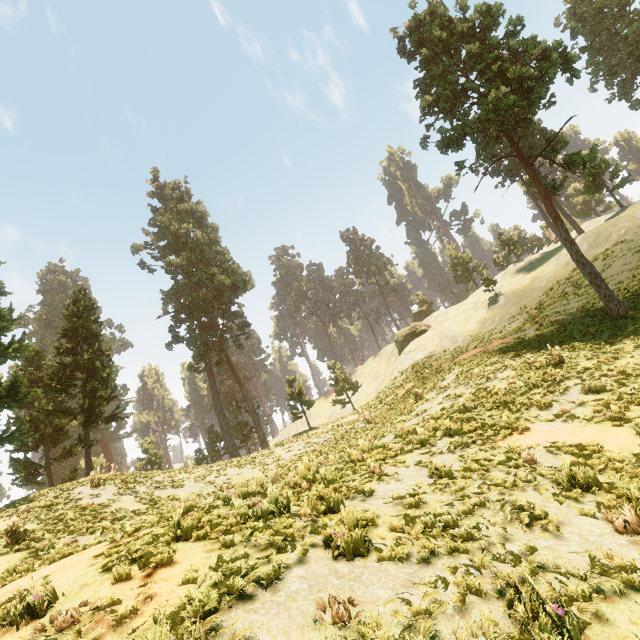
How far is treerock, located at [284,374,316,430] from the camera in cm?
3353

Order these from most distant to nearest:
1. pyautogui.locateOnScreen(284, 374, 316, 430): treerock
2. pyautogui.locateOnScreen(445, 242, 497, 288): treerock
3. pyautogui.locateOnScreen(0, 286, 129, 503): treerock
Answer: pyautogui.locateOnScreen(445, 242, 497, 288): treerock → pyautogui.locateOnScreen(284, 374, 316, 430): treerock → pyautogui.locateOnScreen(0, 286, 129, 503): treerock

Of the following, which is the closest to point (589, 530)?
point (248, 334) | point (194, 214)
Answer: point (248, 334)

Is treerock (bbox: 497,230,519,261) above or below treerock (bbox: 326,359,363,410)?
above

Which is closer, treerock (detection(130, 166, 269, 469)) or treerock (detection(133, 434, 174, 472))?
treerock (detection(133, 434, 174, 472))

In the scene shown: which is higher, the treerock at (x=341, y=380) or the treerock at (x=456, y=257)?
the treerock at (x=456, y=257)
